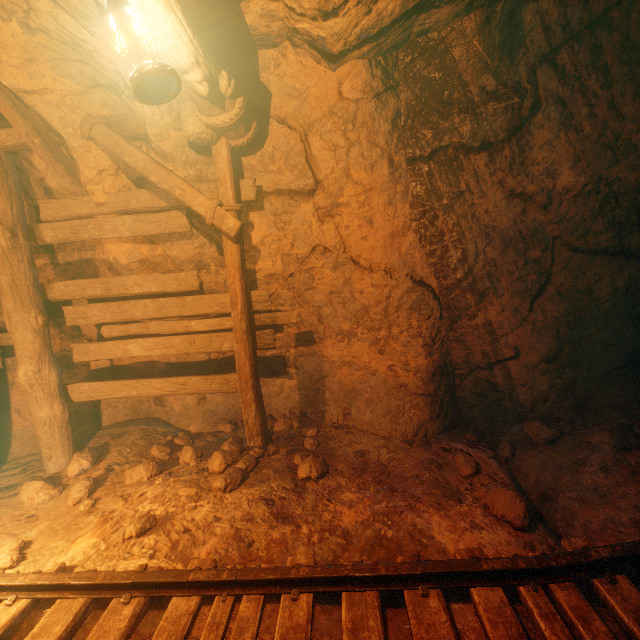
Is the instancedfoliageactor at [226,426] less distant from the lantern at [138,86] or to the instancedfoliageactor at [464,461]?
the instancedfoliageactor at [464,461]

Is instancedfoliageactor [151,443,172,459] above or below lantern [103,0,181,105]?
below

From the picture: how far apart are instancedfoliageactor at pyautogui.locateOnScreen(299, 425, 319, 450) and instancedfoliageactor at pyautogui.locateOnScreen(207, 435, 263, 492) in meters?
0.3

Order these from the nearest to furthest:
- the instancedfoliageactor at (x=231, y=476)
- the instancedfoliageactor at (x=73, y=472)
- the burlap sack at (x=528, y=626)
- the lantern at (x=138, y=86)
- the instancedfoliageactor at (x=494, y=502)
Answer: the lantern at (x=138, y=86) → the burlap sack at (x=528, y=626) → the instancedfoliageactor at (x=494, y=502) → the instancedfoliageactor at (x=231, y=476) → the instancedfoliageactor at (x=73, y=472)

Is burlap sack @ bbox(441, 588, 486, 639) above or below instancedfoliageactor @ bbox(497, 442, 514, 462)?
above

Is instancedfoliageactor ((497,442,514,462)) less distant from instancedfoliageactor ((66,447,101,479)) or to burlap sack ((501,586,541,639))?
burlap sack ((501,586,541,639))

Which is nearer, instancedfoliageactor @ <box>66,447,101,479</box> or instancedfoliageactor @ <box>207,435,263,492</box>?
instancedfoliageactor @ <box>207,435,263,492</box>

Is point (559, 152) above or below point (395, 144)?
below
